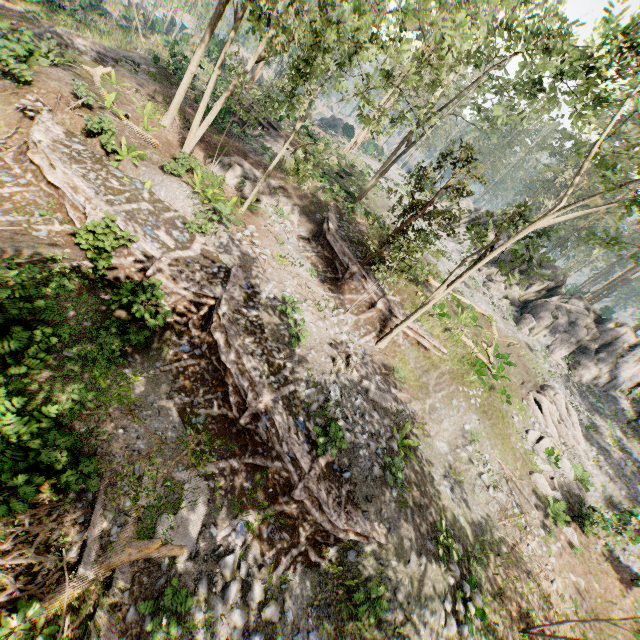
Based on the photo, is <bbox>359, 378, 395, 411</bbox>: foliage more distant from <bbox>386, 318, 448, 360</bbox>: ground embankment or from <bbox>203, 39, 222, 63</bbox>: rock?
<bbox>203, 39, 222, 63</bbox>: rock

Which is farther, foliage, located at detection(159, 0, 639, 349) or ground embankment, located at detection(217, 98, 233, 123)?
ground embankment, located at detection(217, 98, 233, 123)

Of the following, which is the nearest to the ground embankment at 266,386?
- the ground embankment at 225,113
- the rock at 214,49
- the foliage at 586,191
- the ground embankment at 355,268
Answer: the foliage at 586,191

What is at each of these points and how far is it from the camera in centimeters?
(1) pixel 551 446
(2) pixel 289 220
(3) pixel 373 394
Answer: (1) foliage, 1777cm
(2) foliage, 2098cm
(3) foliage, 1352cm

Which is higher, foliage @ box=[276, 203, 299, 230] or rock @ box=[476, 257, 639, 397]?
rock @ box=[476, 257, 639, 397]

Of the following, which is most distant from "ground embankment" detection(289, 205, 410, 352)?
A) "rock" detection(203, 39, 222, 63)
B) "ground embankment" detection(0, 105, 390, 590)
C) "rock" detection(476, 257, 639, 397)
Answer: "rock" detection(203, 39, 222, 63)

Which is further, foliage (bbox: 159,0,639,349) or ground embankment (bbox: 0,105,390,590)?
foliage (bbox: 159,0,639,349)

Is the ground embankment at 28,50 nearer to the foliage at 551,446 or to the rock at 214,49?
the foliage at 551,446
